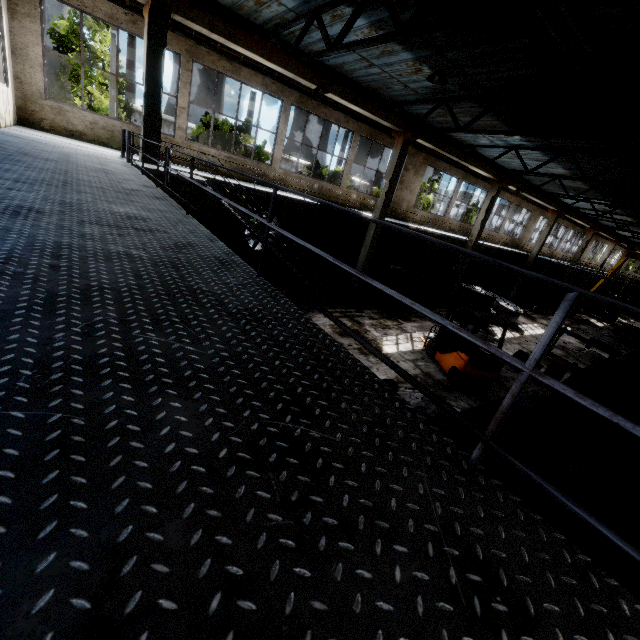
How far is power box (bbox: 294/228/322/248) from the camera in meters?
16.5 m

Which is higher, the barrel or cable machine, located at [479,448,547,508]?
cable machine, located at [479,448,547,508]

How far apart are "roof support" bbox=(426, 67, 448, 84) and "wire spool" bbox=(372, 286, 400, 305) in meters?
9.3

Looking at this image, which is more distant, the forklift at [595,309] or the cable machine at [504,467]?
the forklift at [595,309]

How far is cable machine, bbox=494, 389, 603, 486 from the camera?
5.1m

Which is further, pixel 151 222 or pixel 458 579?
pixel 151 222

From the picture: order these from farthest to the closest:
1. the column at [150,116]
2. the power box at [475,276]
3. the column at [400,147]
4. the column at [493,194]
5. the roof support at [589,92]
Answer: the power box at [475,276]
the column at [493,194]
the column at [400,147]
the roof support at [589,92]
the column at [150,116]

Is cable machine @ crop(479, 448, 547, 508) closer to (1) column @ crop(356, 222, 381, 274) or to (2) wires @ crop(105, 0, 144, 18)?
(1) column @ crop(356, 222, 381, 274)
